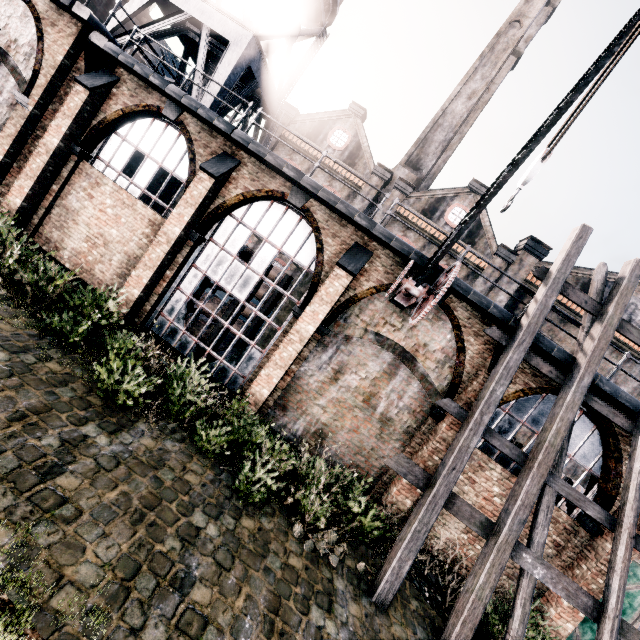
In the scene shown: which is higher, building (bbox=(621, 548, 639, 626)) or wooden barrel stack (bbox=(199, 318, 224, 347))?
building (bbox=(621, 548, 639, 626))

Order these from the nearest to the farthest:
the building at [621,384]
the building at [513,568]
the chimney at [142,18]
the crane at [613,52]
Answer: the crane at [613,52]
the building at [621,384]
the building at [513,568]
the chimney at [142,18]

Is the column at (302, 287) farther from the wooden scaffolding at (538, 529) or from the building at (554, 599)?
the wooden scaffolding at (538, 529)

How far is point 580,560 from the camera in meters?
10.3 m

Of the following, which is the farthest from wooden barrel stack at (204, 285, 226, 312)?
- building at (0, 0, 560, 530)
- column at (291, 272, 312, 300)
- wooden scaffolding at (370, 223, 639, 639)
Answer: wooden scaffolding at (370, 223, 639, 639)

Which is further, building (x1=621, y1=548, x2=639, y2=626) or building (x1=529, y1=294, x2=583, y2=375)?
building (x1=621, y1=548, x2=639, y2=626)

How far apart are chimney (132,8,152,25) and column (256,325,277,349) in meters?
17.9

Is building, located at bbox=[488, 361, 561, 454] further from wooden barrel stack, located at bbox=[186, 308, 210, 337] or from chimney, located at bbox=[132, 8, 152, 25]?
chimney, located at bbox=[132, 8, 152, 25]
